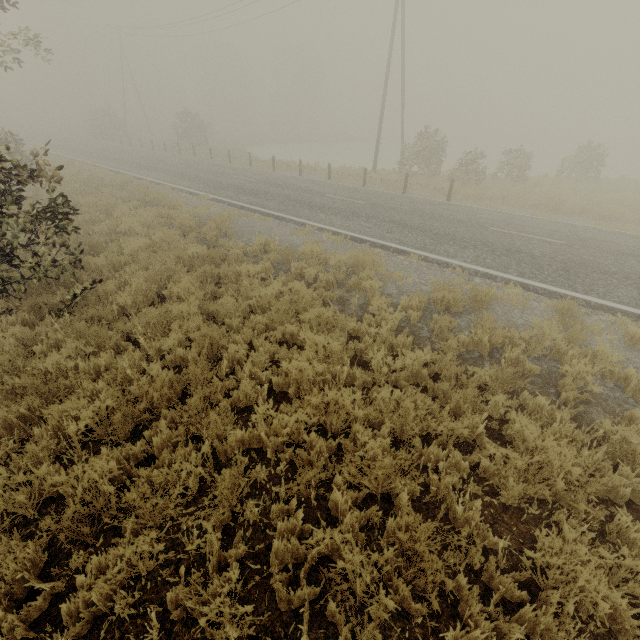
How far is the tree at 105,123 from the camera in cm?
4041

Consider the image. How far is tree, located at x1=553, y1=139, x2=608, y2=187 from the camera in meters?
19.9 m

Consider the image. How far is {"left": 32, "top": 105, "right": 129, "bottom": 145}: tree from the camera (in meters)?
40.41

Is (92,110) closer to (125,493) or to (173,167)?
(173,167)

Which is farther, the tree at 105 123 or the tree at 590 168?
the tree at 105 123

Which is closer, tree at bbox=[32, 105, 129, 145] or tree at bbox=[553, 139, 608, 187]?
tree at bbox=[553, 139, 608, 187]
